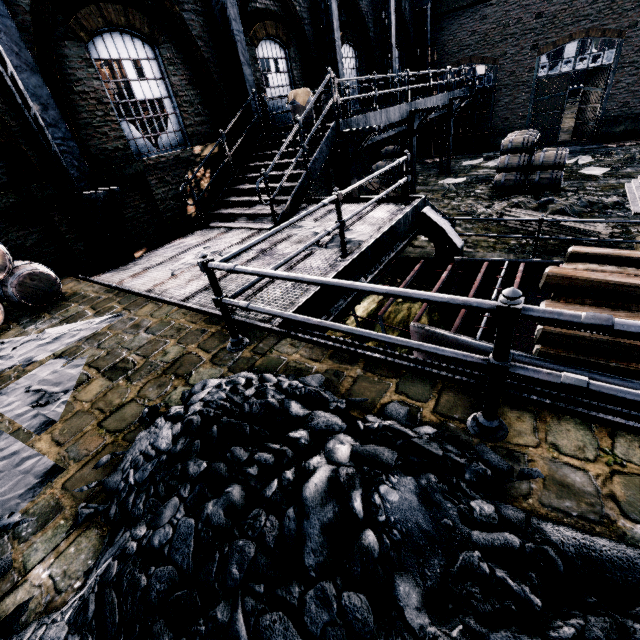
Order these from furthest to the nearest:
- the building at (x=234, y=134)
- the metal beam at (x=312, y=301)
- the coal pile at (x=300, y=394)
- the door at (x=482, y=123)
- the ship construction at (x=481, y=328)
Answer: the door at (x=482, y=123)
the building at (x=234, y=134)
the ship construction at (x=481, y=328)
the metal beam at (x=312, y=301)
the coal pile at (x=300, y=394)

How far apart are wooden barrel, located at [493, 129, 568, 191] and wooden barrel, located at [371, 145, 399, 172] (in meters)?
5.22

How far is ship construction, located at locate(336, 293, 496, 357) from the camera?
5.3m

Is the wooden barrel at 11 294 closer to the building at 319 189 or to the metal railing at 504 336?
the building at 319 189

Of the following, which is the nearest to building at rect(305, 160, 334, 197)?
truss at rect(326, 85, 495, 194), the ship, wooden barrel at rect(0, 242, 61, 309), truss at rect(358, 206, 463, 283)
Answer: wooden barrel at rect(0, 242, 61, 309)

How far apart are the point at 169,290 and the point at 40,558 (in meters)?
4.64

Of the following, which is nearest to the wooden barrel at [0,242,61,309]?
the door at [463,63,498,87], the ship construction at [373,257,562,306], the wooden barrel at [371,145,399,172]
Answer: the ship construction at [373,257,562,306]

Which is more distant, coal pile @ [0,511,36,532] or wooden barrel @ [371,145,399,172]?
wooden barrel @ [371,145,399,172]
